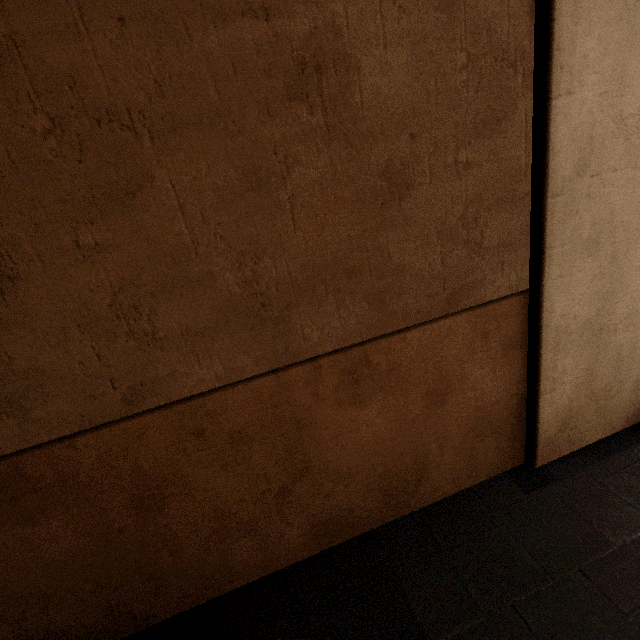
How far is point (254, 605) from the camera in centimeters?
277cm
